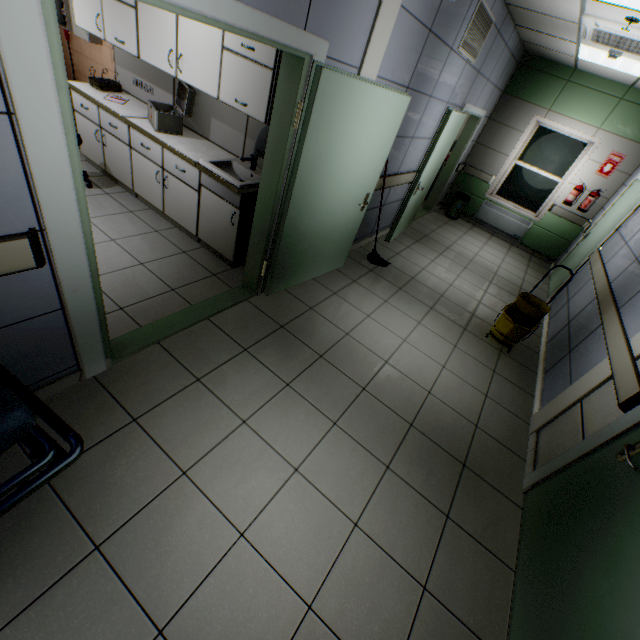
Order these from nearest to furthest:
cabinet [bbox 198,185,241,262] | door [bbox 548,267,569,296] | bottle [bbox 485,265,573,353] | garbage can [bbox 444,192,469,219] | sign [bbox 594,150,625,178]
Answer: cabinet [bbox 198,185,241,262] < bottle [bbox 485,265,573,353] < door [bbox 548,267,569,296] < sign [bbox 594,150,625,178] < garbage can [bbox 444,192,469,219]

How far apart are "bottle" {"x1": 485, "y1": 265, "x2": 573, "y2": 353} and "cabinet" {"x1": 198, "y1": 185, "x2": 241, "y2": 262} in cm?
330

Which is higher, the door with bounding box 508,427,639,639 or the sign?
the sign

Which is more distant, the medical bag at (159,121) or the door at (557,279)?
the door at (557,279)

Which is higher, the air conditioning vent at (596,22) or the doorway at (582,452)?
the air conditioning vent at (596,22)

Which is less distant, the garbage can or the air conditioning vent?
the air conditioning vent

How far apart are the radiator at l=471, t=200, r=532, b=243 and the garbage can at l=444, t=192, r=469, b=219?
0.35m

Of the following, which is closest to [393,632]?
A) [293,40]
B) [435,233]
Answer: [293,40]
